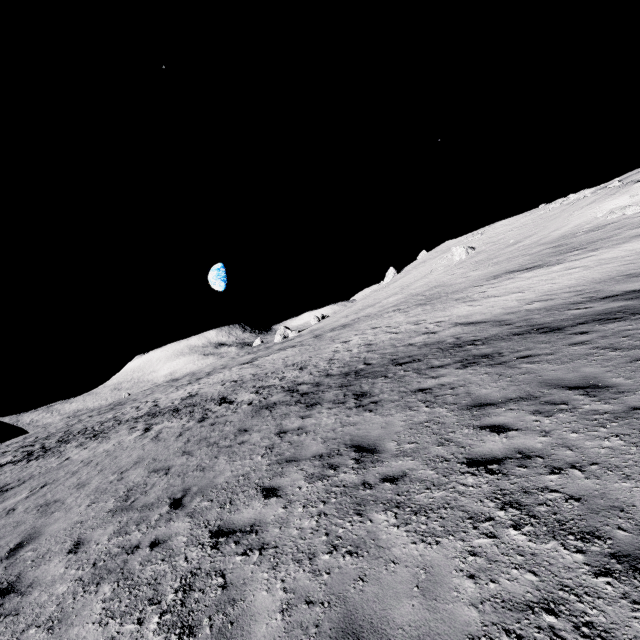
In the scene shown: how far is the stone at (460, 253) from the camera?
49.78m

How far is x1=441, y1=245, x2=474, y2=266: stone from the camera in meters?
49.8 m

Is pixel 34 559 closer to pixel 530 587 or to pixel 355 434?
pixel 355 434
